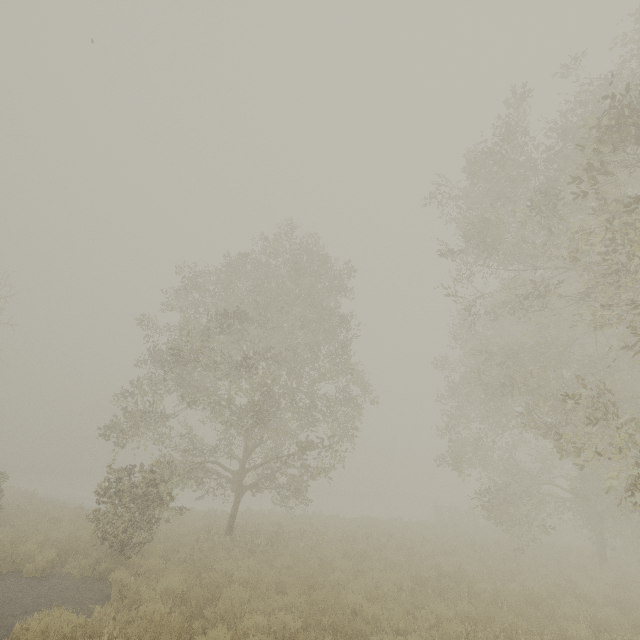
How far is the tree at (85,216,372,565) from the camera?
11.50m

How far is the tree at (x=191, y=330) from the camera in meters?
11.5

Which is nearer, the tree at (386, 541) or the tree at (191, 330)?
the tree at (191, 330)

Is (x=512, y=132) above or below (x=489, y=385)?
above

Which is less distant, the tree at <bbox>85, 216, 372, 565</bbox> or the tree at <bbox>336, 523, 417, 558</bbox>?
the tree at <bbox>85, 216, 372, 565</bbox>
